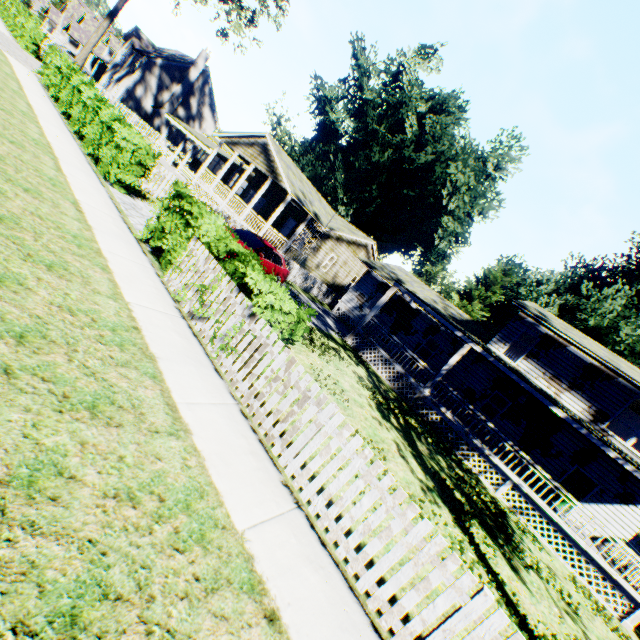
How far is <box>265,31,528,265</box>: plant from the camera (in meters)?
45.03

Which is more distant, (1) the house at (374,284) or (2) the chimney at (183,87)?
(2) the chimney at (183,87)

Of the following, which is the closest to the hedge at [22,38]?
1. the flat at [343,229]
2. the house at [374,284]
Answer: the flat at [343,229]

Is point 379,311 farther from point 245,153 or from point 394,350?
point 245,153

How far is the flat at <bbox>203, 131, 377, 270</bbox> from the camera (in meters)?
21.27

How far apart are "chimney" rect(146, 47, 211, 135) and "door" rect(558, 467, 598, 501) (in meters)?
51.41

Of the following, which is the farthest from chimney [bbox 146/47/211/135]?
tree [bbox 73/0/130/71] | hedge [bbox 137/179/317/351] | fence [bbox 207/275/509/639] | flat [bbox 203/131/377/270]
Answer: fence [bbox 207/275/509/639]

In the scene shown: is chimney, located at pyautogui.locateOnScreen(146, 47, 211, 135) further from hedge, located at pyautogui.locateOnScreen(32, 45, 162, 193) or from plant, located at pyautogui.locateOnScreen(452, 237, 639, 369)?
hedge, located at pyautogui.locateOnScreen(32, 45, 162, 193)
